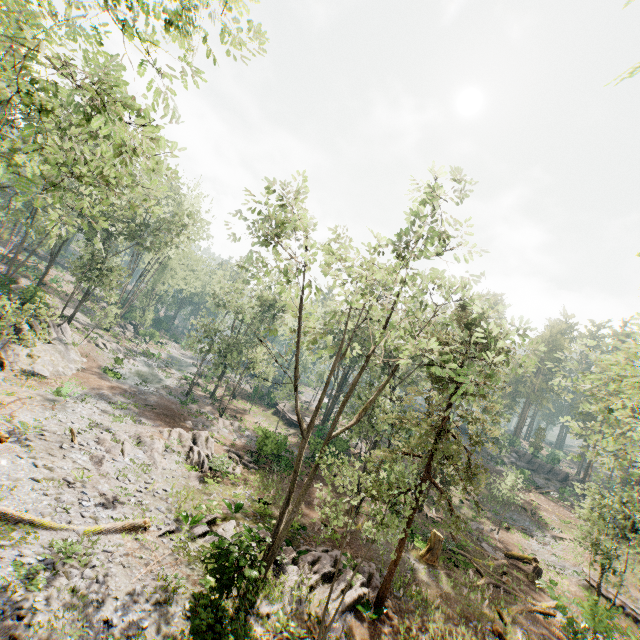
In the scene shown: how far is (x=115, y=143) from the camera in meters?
8.4

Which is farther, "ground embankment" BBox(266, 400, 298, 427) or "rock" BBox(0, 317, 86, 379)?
"ground embankment" BBox(266, 400, 298, 427)

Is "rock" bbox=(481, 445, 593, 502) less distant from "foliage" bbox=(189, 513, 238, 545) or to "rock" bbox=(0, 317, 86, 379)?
"foliage" bbox=(189, 513, 238, 545)

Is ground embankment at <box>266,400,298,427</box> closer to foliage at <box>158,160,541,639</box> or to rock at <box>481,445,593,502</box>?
foliage at <box>158,160,541,639</box>

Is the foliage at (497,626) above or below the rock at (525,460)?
below

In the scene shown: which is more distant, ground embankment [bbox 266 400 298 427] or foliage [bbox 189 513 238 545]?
ground embankment [bbox 266 400 298 427]

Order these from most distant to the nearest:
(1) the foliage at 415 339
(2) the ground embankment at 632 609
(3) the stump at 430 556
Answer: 1. (2) the ground embankment at 632 609
2. (3) the stump at 430 556
3. (1) the foliage at 415 339

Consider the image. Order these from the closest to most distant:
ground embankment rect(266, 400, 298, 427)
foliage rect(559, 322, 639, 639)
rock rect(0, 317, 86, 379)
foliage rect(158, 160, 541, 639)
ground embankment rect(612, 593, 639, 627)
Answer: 1. foliage rect(158, 160, 541, 639)
2. foliage rect(559, 322, 639, 639)
3. ground embankment rect(612, 593, 639, 627)
4. rock rect(0, 317, 86, 379)
5. ground embankment rect(266, 400, 298, 427)
